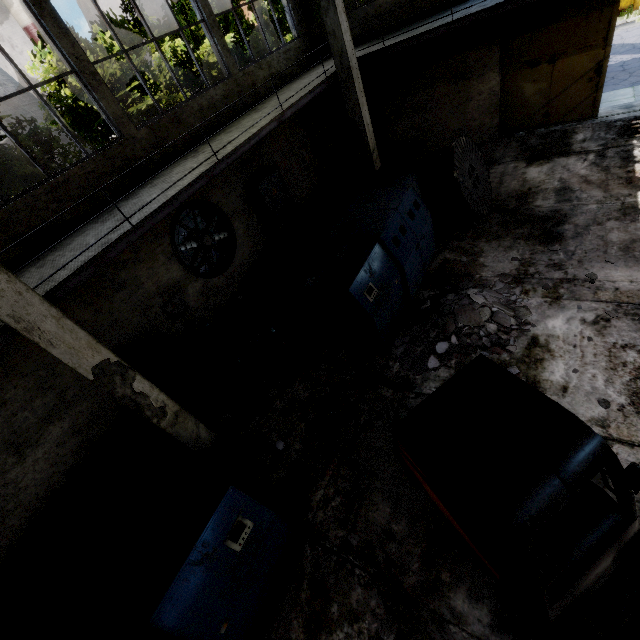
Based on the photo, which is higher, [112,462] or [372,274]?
[372,274]

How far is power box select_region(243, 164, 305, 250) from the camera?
10.2m

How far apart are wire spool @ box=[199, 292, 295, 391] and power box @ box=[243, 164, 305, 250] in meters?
4.2 m

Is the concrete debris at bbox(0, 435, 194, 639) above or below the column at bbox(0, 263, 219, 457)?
below

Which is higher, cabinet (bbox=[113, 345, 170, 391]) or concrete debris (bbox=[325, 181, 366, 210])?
cabinet (bbox=[113, 345, 170, 391])

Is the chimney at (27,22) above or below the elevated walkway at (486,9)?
above

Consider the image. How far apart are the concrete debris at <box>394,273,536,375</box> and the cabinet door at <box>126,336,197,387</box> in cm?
506

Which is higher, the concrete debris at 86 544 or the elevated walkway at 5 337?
the elevated walkway at 5 337
